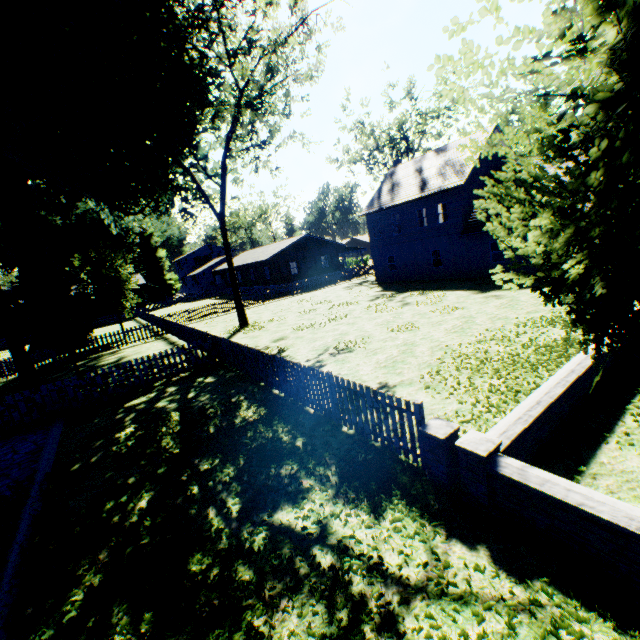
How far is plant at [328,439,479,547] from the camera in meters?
4.5 m

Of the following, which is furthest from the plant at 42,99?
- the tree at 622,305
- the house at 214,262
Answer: the house at 214,262

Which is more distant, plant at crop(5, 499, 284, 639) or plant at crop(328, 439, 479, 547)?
plant at crop(328, 439, 479, 547)

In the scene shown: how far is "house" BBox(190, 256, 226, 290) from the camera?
57.9m

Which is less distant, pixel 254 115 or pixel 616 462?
pixel 616 462

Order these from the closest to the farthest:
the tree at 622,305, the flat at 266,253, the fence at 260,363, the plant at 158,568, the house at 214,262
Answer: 1. the tree at 622,305
2. the plant at 158,568
3. the fence at 260,363
4. the flat at 266,253
5. the house at 214,262

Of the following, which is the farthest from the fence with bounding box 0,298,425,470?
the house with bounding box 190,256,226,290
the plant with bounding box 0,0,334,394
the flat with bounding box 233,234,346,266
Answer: the flat with bounding box 233,234,346,266
